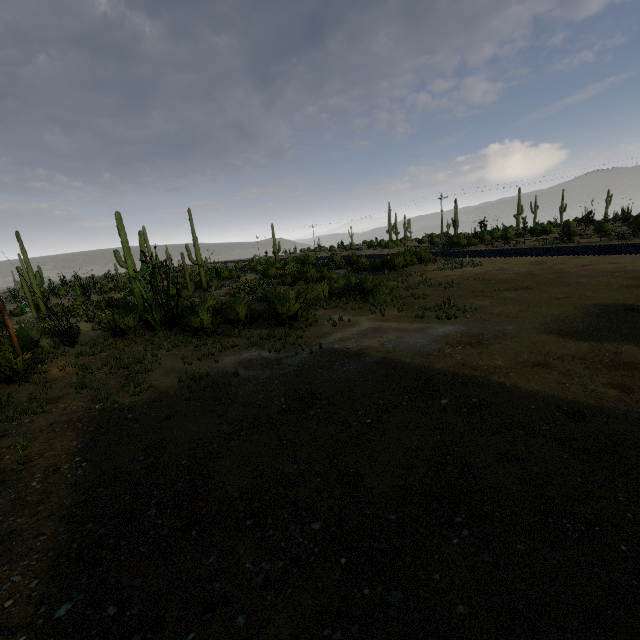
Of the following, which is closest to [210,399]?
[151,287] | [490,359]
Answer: [490,359]
